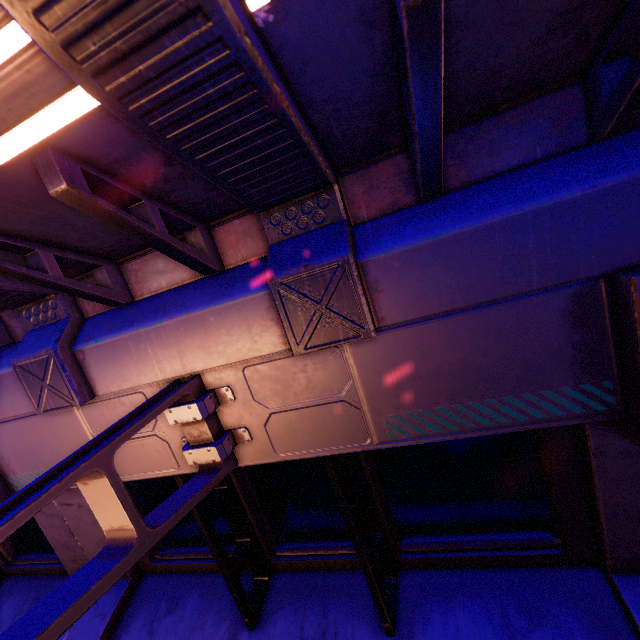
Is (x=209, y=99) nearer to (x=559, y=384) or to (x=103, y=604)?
(x=559, y=384)
